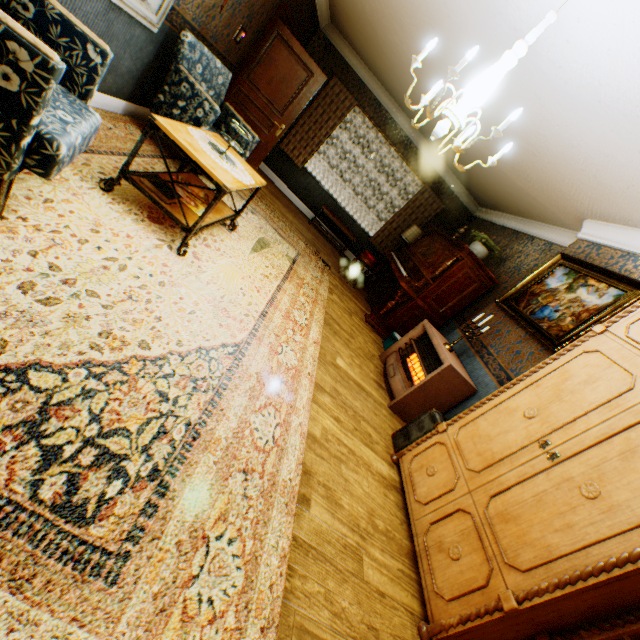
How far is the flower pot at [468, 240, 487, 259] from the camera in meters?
5.4

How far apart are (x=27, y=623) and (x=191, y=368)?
1.2 meters

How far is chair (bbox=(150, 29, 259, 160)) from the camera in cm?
342

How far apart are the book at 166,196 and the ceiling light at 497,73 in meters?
1.9 m

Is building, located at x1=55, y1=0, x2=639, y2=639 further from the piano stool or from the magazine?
the magazine

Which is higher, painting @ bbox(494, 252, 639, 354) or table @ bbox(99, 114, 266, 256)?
painting @ bbox(494, 252, 639, 354)

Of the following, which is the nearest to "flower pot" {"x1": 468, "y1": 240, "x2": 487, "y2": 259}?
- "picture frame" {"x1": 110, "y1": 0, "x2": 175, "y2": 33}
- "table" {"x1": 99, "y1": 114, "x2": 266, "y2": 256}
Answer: "table" {"x1": 99, "y1": 114, "x2": 266, "y2": 256}

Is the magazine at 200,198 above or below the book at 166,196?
below
